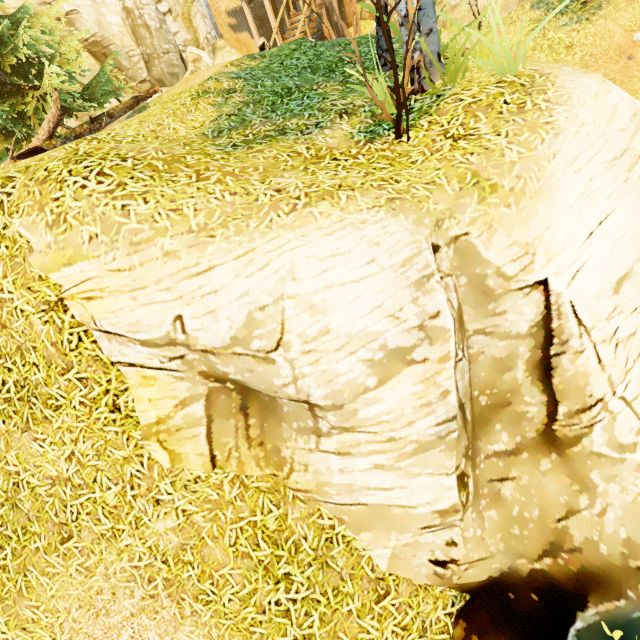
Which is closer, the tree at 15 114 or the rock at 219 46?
the tree at 15 114

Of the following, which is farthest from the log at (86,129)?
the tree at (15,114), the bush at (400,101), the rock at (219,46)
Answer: the bush at (400,101)

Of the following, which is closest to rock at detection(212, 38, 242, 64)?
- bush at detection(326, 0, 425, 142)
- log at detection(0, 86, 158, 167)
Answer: log at detection(0, 86, 158, 167)

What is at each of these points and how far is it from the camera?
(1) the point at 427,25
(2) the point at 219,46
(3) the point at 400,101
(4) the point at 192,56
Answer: (1) tree, 4.7 meters
(2) rock, 18.0 meters
(3) bush, 4.0 meters
(4) rock, 16.0 meters

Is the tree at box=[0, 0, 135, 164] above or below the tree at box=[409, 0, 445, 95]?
above

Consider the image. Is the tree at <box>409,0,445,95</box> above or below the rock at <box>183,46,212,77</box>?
below

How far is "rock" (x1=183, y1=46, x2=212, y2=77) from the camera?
16.0 meters
